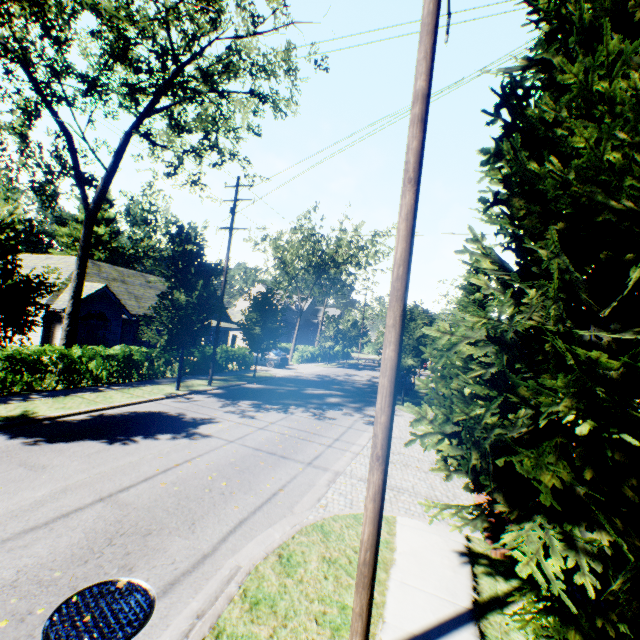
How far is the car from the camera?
29.4 meters

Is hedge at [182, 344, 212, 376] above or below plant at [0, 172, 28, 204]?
below

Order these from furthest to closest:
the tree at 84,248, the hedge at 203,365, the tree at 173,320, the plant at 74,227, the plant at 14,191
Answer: the plant at 14,191, the plant at 74,227, the hedge at 203,365, the tree at 173,320, the tree at 84,248

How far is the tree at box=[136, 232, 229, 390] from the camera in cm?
1467

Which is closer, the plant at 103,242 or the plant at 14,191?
the plant at 103,242

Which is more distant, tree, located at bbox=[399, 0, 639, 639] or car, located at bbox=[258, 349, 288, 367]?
car, located at bbox=[258, 349, 288, 367]

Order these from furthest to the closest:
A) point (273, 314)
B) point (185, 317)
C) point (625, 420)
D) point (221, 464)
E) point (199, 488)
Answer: point (273, 314) < point (185, 317) < point (221, 464) < point (199, 488) < point (625, 420)

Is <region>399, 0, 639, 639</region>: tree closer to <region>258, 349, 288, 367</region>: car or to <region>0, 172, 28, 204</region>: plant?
<region>0, 172, 28, 204</region>: plant
